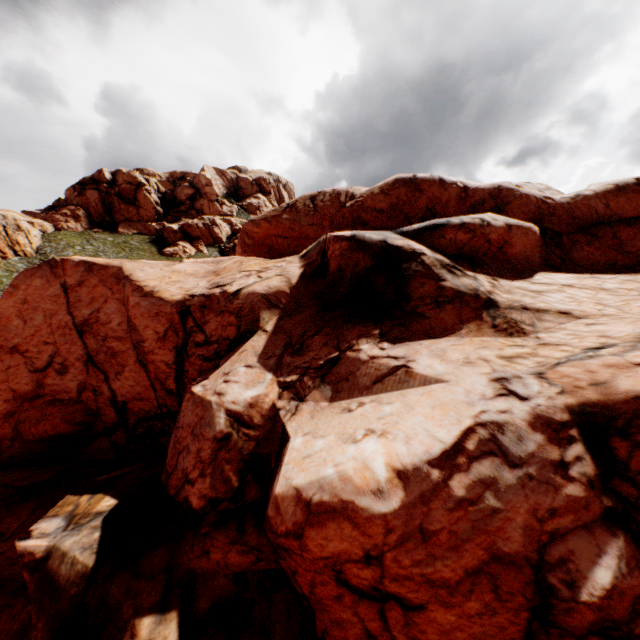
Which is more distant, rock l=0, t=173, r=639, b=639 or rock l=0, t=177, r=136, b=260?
rock l=0, t=177, r=136, b=260

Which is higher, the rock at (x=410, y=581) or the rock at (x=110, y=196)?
the rock at (x=110, y=196)

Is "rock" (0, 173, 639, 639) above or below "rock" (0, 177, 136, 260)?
below

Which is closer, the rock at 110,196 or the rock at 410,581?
the rock at 410,581

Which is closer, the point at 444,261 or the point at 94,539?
the point at 94,539
